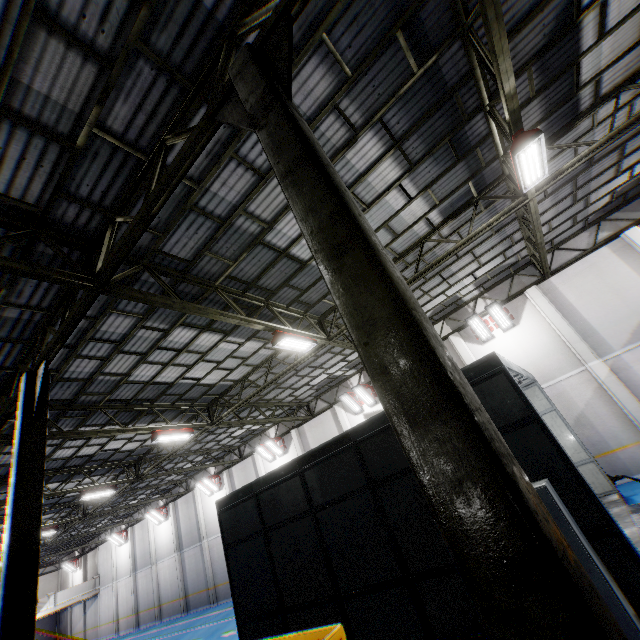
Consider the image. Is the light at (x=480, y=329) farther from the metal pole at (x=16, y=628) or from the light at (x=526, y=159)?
the metal pole at (x=16, y=628)

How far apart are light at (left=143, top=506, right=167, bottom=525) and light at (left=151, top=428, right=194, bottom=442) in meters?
20.0 m

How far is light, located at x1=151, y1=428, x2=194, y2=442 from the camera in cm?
1301

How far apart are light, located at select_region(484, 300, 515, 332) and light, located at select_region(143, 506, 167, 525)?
31.0 meters

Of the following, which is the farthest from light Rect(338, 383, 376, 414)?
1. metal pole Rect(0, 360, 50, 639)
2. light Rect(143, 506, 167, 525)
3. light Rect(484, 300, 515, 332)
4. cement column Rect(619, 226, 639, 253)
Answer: light Rect(143, 506, 167, 525)

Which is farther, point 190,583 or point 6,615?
point 190,583

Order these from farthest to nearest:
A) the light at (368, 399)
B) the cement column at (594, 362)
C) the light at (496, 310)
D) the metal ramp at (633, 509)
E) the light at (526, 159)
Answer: the light at (368, 399) → the light at (496, 310) → the cement column at (594, 362) → the metal ramp at (633, 509) → the light at (526, 159)

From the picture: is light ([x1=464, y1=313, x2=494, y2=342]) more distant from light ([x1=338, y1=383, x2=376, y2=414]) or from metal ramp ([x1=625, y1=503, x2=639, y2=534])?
metal ramp ([x1=625, y1=503, x2=639, y2=534])
